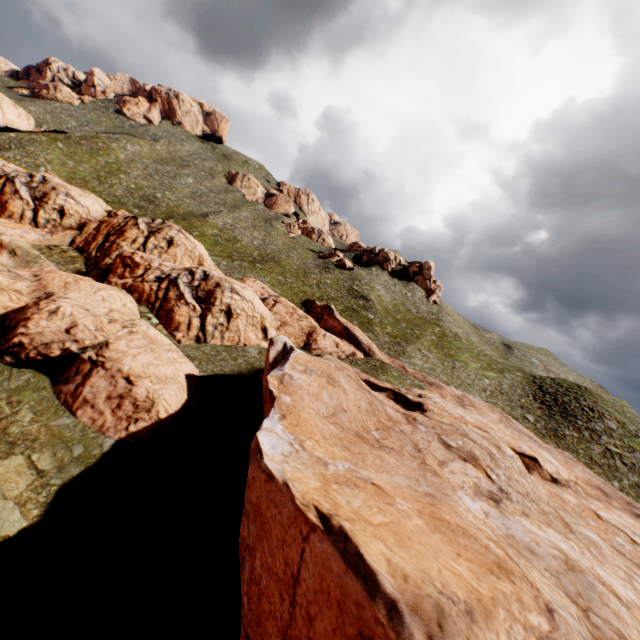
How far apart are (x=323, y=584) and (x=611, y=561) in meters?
19.6
